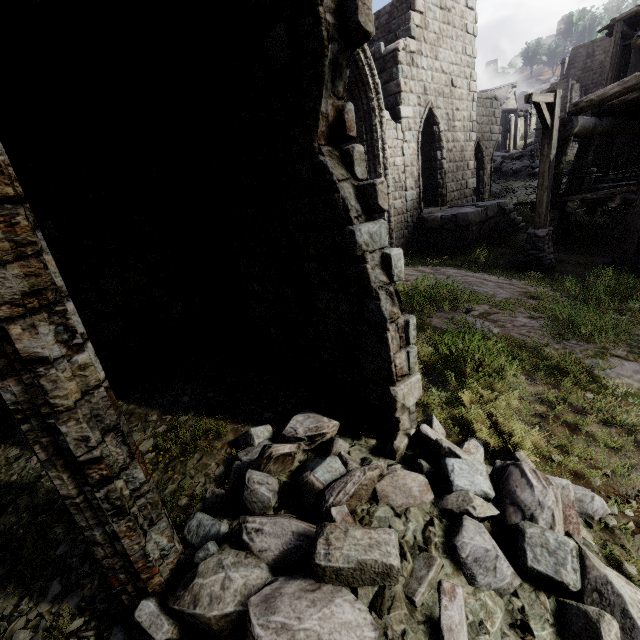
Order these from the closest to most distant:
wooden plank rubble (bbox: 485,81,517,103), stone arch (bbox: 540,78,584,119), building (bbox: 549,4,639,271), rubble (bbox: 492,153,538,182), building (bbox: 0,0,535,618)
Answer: building (bbox: 0,0,535,618), building (bbox: 549,4,639,271), rubble (bbox: 492,153,538,182), stone arch (bbox: 540,78,584,119), wooden plank rubble (bbox: 485,81,517,103)

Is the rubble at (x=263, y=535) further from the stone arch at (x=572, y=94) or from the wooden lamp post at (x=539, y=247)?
the stone arch at (x=572, y=94)

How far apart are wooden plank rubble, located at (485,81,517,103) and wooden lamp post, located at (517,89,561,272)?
43.1m

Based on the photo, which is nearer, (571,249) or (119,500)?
(119,500)

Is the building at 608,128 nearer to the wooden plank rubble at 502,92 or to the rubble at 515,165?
the rubble at 515,165

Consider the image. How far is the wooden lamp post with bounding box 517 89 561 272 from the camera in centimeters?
833cm

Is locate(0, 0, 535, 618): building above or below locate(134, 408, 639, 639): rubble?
above

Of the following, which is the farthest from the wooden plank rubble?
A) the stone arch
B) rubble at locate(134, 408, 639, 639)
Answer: rubble at locate(134, 408, 639, 639)
